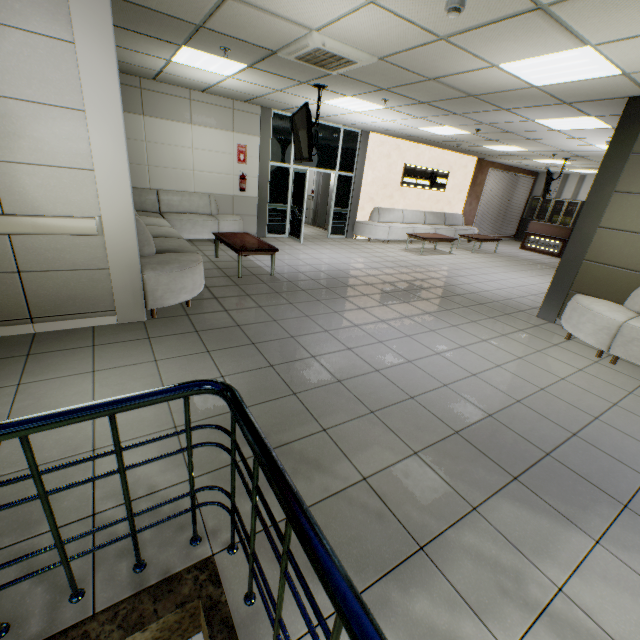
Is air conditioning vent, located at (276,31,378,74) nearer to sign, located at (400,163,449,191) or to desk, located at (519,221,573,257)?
sign, located at (400,163,449,191)

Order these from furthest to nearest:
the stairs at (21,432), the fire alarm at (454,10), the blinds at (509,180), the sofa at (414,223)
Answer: the blinds at (509,180), the sofa at (414,223), the fire alarm at (454,10), the stairs at (21,432)

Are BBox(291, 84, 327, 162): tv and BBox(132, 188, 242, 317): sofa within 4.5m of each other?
yes

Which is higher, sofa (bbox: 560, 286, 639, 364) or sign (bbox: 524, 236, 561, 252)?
sign (bbox: 524, 236, 561, 252)

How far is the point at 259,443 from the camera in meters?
1.1 m

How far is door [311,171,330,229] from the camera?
12.37m

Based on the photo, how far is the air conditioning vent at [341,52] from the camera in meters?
3.8 m

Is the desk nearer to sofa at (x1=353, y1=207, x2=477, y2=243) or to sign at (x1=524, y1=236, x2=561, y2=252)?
sign at (x1=524, y1=236, x2=561, y2=252)
